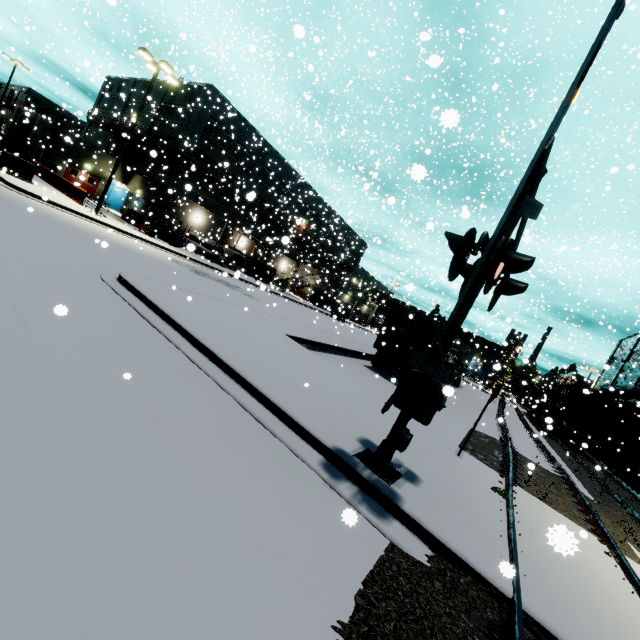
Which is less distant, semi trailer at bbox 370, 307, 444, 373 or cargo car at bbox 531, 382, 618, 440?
semi trailer at bbox 370, 307, 444, 373

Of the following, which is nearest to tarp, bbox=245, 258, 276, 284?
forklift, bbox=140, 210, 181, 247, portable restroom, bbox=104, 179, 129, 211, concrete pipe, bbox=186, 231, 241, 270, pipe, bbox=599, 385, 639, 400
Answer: portable restroom, bbox=104, 179, 129, 211

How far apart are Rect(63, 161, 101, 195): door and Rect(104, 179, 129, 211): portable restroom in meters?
0.8 m

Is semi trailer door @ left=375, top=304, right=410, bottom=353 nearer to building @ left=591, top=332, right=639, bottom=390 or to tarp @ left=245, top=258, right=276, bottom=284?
building @ left=591, top=332, right=639, bottom=390

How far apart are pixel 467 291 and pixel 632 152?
31.80m

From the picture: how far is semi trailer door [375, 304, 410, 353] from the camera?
16.5m

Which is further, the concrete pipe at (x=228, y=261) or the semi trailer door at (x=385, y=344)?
the concrete pipe at (x=228, y=261)

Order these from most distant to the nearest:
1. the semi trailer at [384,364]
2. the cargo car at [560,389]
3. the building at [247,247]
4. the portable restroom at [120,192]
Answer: the building at [247,247] → the portable restroom at [120,192] → the cargo car at [560,389] → the semi trailer at [384,364]
